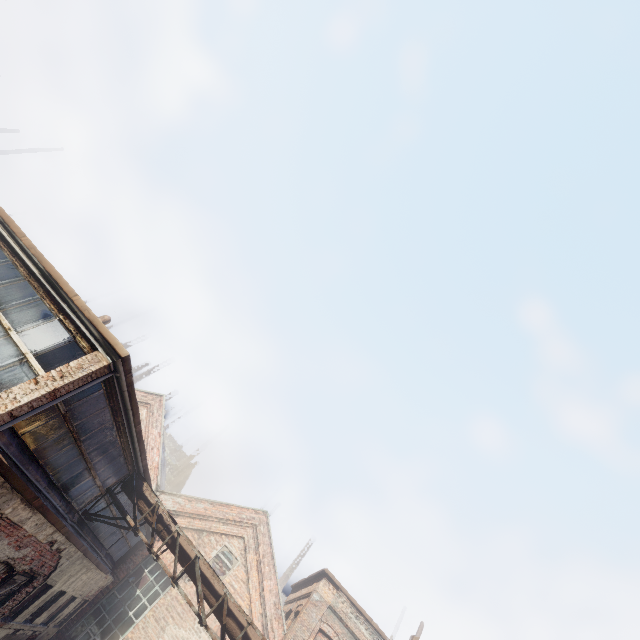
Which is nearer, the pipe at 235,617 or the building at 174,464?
the pipe at 235,617

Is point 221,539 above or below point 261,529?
below

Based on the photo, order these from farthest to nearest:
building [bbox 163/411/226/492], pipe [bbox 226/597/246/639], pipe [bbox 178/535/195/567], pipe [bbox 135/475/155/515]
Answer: building [bbox 163/411/226/492]
pipe [bbox 135/475/155/515]
pipe [bbox 178/535/195/567]
pipe [bbox 226/597/246/639]

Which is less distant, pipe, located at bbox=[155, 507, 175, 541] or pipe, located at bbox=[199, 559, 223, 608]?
pipe, located at bbox=[199, 559, 223, 608]

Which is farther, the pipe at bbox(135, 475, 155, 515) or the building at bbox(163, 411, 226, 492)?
the building at bbox(163, 411, 226, 492)
